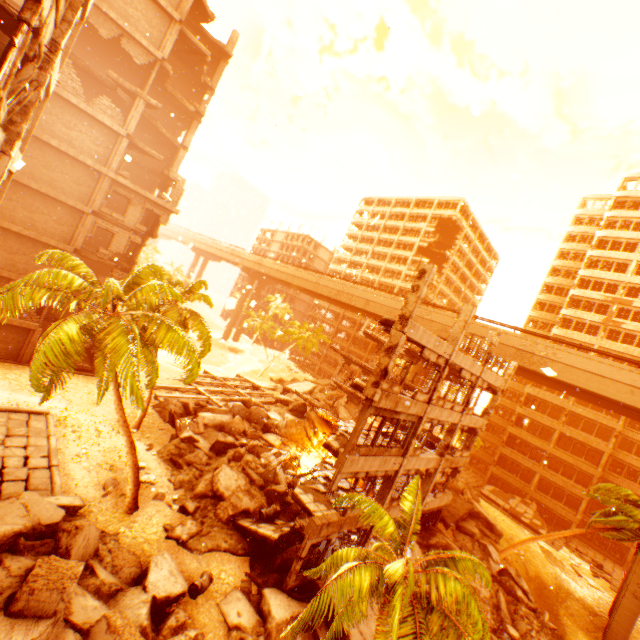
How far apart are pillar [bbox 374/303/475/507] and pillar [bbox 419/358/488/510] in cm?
452

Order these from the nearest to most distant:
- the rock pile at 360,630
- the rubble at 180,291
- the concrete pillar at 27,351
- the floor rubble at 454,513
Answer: the rubble at 180,291, the rock pile at 360,630, the concrete pillar at 27,351, the floor rubble at 454,513

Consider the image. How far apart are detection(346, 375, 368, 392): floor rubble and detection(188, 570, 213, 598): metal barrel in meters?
9.2 m

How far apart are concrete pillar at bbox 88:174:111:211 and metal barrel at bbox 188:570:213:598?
24.3m

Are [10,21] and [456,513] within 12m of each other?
no

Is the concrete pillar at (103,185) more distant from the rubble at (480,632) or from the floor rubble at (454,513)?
the floor rubble at (454,513)

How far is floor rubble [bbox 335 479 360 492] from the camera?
16.99m

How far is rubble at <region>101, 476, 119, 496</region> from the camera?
15.05m
